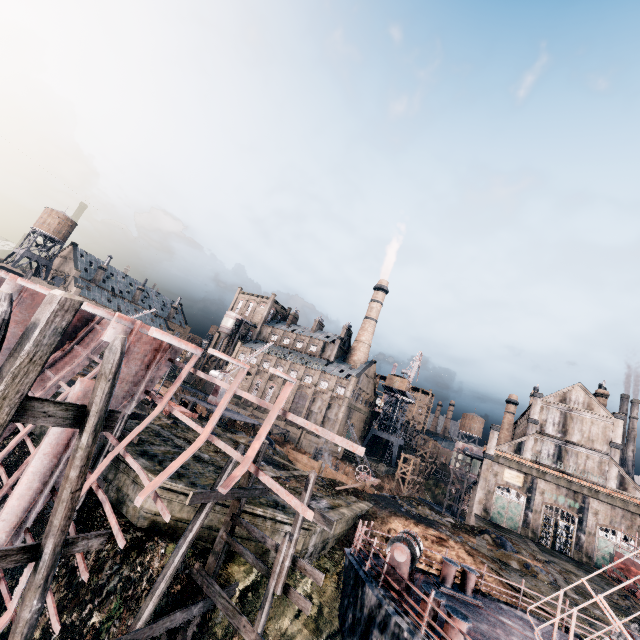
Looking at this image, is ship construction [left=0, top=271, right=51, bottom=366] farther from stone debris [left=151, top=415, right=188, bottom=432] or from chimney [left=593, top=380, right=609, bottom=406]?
chimney [left=593, top=380, right=609, bottom=406]

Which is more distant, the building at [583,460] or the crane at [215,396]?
the crane at [215,396]

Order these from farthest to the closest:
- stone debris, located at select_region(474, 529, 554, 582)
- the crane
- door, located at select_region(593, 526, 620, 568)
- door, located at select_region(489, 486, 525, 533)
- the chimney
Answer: the chimney, door, located at select_region(489, 486, 525, 533), the crane, door, located at select_region(593, 526, 620, 568), stone debris, located at select_region(474, 529, 554, 582)

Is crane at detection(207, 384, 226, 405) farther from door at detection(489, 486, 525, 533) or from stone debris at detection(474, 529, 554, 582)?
door at detection(489, 486, 525, 533)

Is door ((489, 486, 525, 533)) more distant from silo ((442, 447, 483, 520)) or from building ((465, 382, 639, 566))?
silo ((442, 447, 483, 520))

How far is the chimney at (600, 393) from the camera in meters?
49.5

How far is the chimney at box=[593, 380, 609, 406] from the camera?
49.5m

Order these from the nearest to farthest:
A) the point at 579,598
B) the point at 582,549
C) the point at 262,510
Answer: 1. the point at 262,510
2. the point at 579,598
3. the point at 582,549
